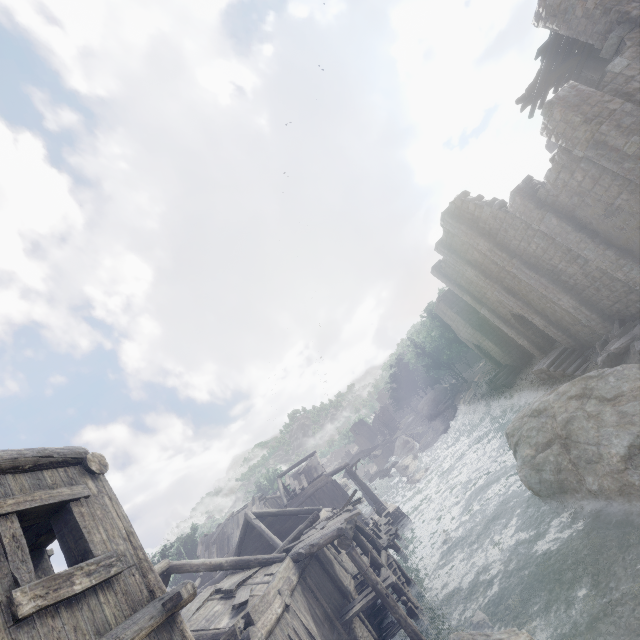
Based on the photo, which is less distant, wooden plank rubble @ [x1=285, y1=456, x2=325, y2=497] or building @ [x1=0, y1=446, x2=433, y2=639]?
building @ [x1=0, y1=446, x2=433, y2=639]

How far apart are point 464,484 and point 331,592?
14.6m

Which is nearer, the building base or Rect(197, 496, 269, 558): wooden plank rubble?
the building base

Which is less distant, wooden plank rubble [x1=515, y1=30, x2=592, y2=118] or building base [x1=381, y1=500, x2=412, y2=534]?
wooden plank rubble [x1=515, y1=30, x2=592, y2=118]

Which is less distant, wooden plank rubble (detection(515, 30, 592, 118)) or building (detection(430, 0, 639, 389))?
building (detection(430, 0, 639, 389))

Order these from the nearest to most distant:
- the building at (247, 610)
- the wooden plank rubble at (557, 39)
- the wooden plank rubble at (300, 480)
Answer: the building at (247, 610)
the wooden plank rubble at (557, 39)
the wooden plank rubble at (300, 480)

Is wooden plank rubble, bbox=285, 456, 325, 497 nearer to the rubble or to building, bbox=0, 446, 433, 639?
building, bbox=0, 446, 433, 639

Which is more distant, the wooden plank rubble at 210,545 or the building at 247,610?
the wooden plank rubble at 210,545
